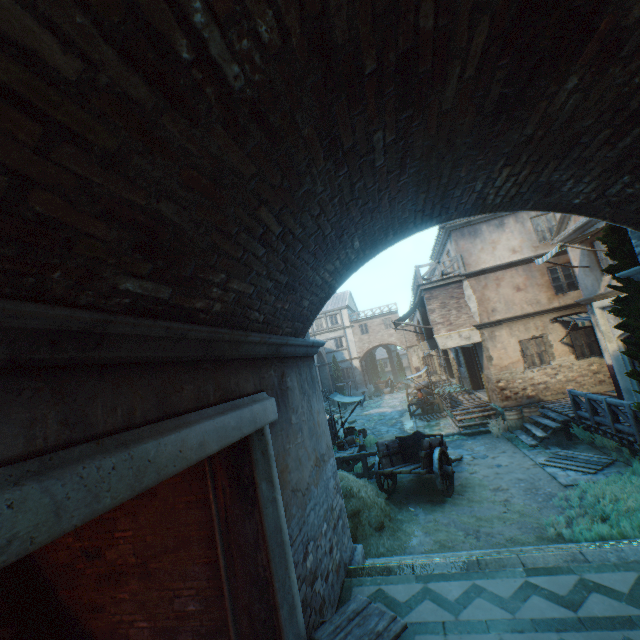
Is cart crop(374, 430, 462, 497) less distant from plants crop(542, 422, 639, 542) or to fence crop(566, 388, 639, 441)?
plants crop(542, 422, 639, 542)

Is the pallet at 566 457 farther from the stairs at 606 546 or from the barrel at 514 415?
the stairs at 606 546

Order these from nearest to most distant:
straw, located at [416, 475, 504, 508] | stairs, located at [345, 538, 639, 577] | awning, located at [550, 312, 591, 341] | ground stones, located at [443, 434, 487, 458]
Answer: stairs, located at [345, 538, 639, 577] < straw, located at [416, 475, 504, 508] < ground stones, located at [443, 434, 487, 458] < awning, located at [550, 312, 591, 341]

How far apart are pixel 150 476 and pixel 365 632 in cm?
308

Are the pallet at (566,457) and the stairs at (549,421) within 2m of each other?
yes

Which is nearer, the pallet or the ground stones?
the pallet

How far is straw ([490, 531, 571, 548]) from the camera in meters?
6.6 m

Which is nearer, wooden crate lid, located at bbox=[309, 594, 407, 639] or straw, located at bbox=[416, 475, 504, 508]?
wooden crate lid, located at bbox=[309, 594, 407, 639]
